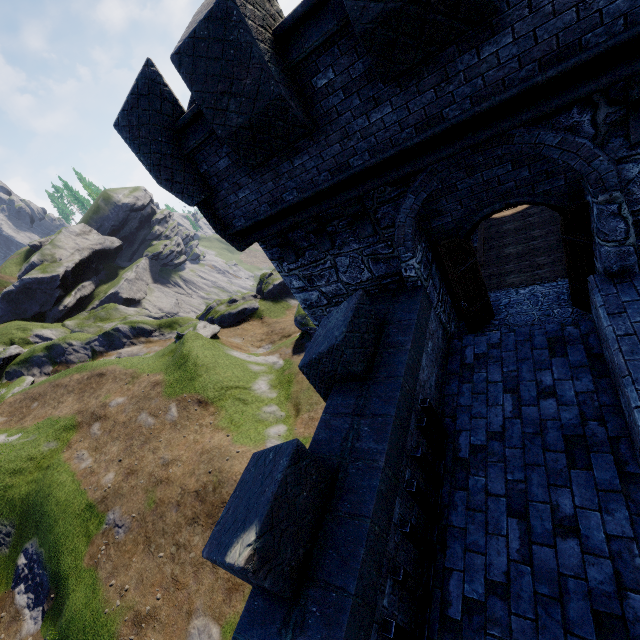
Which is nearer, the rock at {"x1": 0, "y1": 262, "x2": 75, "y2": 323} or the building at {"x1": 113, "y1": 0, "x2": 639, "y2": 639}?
the building at {"x1": 113, "y1": 0, "x2": 639, "y2": 639}

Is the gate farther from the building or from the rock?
the rock

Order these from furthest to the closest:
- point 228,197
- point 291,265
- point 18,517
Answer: point 18,517 → point 291,265 → point 228,197

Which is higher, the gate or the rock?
the rock

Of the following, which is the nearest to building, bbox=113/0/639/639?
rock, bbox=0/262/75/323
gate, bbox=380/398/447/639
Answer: gate, bbox=380/398/447/639

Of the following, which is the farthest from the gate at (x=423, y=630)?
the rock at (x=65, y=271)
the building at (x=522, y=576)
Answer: the rock at (x=65, y=271)
